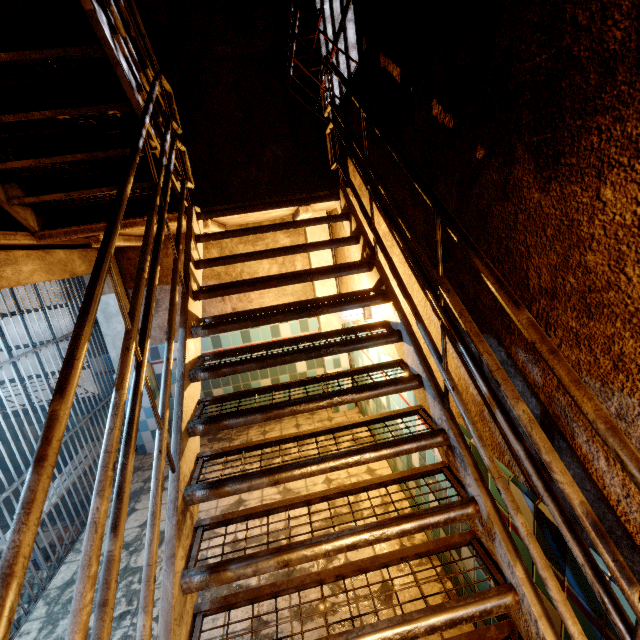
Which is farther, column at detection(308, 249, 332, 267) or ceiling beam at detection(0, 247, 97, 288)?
column at detection(308, 249, 332, 267)

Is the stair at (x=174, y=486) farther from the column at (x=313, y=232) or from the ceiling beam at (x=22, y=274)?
the column at (x=313, y=232)

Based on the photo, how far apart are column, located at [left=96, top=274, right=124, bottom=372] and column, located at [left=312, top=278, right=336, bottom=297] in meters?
2.5

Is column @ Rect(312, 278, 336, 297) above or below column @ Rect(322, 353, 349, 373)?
above

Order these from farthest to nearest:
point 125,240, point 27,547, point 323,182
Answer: point 323,182 → point 125,240 → point 27,547

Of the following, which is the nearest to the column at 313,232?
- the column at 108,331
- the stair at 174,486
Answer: the stair at 174,486

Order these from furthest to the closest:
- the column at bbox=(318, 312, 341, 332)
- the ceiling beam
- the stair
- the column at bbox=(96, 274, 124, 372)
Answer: the column at bbox=(318, 312, 341, 332) → the column at bbox=(96, 274, 124, 372) → the ceiling beam → the stair

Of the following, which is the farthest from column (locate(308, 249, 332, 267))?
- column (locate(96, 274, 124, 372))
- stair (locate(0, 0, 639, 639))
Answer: column (locate(96, 274, 124, 372))
